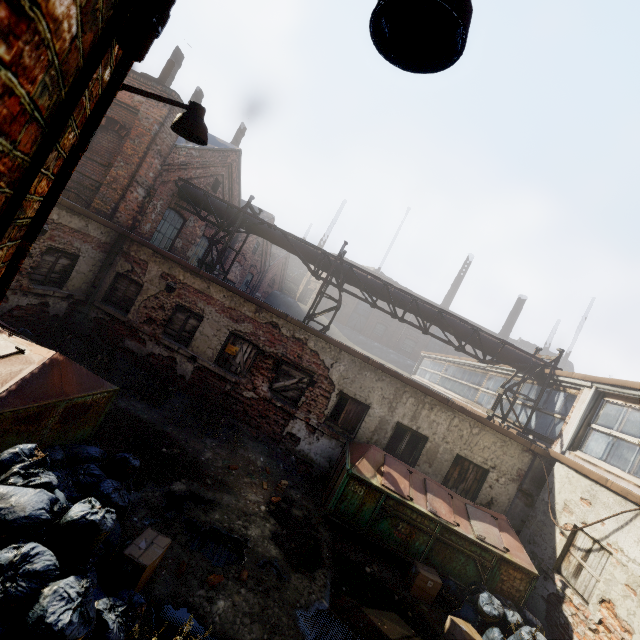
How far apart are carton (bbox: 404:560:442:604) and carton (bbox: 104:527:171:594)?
5.1m

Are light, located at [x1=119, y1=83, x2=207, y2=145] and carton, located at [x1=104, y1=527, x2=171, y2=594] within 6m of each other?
yes

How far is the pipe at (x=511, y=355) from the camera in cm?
1127

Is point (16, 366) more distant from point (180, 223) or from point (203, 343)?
point (180, 223)

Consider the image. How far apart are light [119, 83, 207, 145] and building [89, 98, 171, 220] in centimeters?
758cm

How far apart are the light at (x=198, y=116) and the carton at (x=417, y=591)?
8.44m

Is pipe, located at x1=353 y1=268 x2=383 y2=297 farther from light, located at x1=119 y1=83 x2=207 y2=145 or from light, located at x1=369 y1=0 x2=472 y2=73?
light, located at x1=119 y1=83 x2=207 y2=145

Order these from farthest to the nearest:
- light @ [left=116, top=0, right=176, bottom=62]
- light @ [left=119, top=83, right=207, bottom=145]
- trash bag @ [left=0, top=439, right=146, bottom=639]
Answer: light @ [left=119, top=83, right=207, bottom=145], trash bag @ [left=0, top=439, right=146, bottom=639], light @ [left=116, top=0, right=176, bottom=62]
